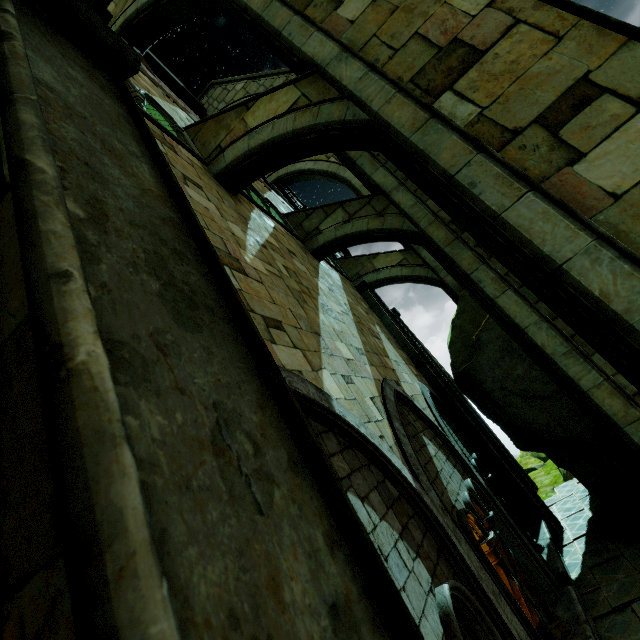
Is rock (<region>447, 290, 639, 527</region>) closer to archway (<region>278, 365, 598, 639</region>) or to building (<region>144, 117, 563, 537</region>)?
building (<region>144, 117, 563, 537</region>)

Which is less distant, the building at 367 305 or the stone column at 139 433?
the stone column at 139 433

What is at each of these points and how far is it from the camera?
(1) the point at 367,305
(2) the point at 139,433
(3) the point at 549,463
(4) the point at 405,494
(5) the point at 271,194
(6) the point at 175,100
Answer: (1) building, 13.4 meters
(2) stone column, 0.5 meters
(3) rock, 16.9 meters
(4) archway, 3.8 meters
(5) building, 12.8 meters
(6) building, 9.4 meters

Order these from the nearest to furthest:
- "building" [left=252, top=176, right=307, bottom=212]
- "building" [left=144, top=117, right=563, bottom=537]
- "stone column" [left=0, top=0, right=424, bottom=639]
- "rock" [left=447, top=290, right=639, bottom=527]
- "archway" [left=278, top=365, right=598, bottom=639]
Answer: "stone column" [left=0, top=0, right=424, bottom=639] < "archway" [left=278, top=365, right=598, bottom=639] < "building" [left=144, top=117, right=563, bottom=537] < "rock" [left=447, top=290, right=639, bottom=527] < "building" [left=252, top=176, right=307, bottom=212]

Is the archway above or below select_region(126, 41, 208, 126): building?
below

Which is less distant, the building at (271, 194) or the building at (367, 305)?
the building at (367, 305)

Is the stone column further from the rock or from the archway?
the rock
